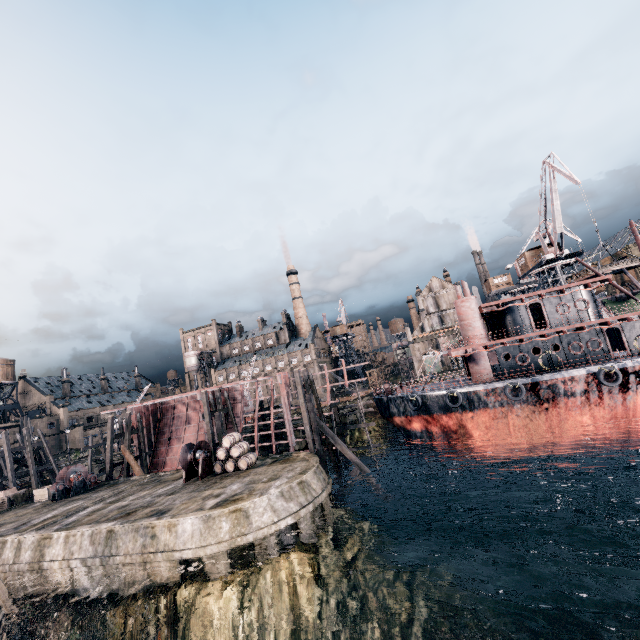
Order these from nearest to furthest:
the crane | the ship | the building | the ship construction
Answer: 1. the ship
2. the ship construction
3. the crane
4. the building

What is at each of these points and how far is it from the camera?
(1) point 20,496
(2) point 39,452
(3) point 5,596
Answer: (1) wooden chest, 29.4m
(2) wooden support structure, 44.6m
(3) wooden support structure, 16.1m

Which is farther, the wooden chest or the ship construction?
the ship construction

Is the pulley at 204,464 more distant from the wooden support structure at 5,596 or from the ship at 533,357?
the ship at 533,357

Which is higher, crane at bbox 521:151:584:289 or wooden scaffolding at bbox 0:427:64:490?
crane at bbox 521:151:584:289

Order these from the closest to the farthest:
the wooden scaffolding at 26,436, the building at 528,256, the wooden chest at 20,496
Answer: the wooden chest at 20,496 < the wooden scaffolding at 26,436 < the building at 528,256

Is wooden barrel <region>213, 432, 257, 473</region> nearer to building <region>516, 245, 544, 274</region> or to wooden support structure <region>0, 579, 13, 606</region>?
wooden support structure <region>0, 579, 13, 606</region>

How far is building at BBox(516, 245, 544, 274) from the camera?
50.7 meters
